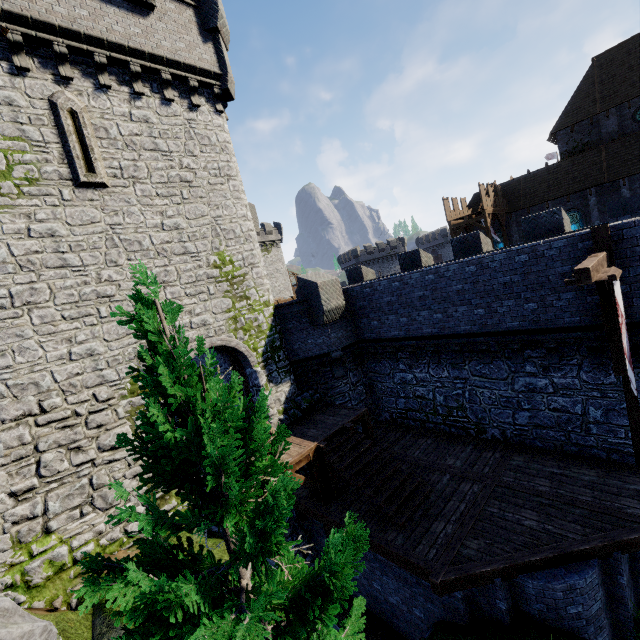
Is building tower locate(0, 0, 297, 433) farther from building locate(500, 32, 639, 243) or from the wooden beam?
building locate(500, 32, 639, 243)

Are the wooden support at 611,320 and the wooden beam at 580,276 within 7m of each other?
yes

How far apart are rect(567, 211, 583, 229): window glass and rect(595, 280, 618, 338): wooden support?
25.7m

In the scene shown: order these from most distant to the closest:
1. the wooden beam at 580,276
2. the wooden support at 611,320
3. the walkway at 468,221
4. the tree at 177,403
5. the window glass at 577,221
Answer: the window glass at 577,221 < the walkway at 468,221 < the wooden support at 611,320 < the wooden beam at 580,276 < the tree at 177,403

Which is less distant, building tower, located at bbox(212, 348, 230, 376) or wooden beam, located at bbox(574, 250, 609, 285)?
wooden beam, located at bbox(574, 250, 609, 285)

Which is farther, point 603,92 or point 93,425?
point 603,92

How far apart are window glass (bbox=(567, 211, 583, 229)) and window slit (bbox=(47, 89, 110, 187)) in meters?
34.2 m

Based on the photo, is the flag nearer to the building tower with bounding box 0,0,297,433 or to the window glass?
the building tower with bounding box 0,0,297,433
